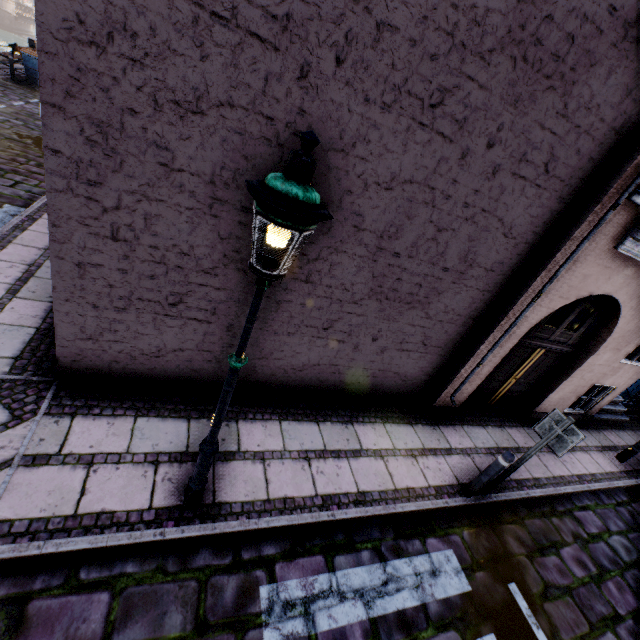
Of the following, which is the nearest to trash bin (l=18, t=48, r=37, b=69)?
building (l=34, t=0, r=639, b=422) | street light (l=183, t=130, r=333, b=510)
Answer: building (l=34, t=0, r=639, b=422)

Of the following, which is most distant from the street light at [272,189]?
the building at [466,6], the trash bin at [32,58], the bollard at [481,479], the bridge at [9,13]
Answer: the bridge at [9,13]

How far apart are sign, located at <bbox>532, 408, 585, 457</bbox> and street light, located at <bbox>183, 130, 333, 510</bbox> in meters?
4.5 m

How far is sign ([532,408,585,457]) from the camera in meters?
4.4 m

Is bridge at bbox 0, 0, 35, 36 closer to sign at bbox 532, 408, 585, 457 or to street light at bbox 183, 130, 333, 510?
street light at bbox 183, 130, 333, 510

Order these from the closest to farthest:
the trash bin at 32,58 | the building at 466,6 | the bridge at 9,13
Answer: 1. the building at 466,6
2. the trash bin at 32,58
3. the bridge at 9,13

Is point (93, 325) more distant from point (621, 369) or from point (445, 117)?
point (621, 369)

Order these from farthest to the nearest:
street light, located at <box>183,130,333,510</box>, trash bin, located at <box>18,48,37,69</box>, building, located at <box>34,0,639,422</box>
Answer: trash bin, located at <box>18,48,37,69</box>
building, located at <box>34,0,639,422</box>
street light, located at <box>183,130,333,510</box>
